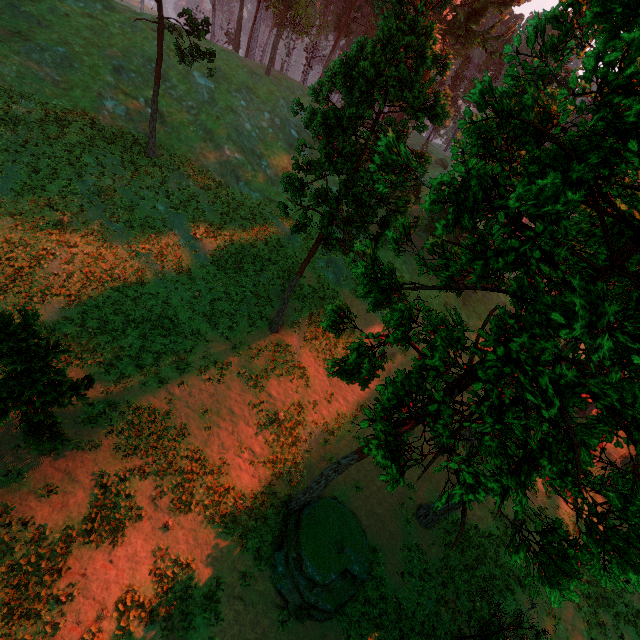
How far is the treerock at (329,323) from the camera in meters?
9.9

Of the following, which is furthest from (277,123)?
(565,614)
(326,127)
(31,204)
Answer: (565,614)

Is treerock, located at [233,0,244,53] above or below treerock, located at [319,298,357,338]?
above

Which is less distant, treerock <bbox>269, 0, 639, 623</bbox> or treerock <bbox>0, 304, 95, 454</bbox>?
treerock <bbox>269, 0, 639, 623</bbox>

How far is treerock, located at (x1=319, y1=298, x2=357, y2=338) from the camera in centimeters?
991cm

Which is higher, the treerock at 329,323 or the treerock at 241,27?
the treerock at 241,27

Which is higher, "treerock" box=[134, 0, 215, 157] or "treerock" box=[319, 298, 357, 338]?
"treerock" box=[134, 0, 215, 157]
